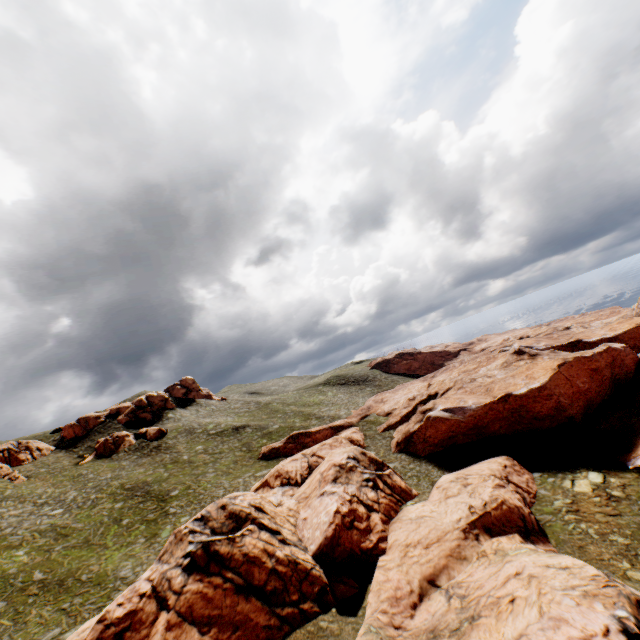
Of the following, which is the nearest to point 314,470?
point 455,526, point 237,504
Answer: point 237,504

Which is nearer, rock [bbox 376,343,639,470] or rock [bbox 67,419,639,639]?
rock [bbox 67,419,639,639]

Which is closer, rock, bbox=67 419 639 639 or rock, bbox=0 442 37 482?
rock, bbox=67 419 639 639

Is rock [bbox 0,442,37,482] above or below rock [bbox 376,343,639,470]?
above

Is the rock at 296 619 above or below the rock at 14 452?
below

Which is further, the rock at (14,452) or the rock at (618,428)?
the rock at (14,452)
